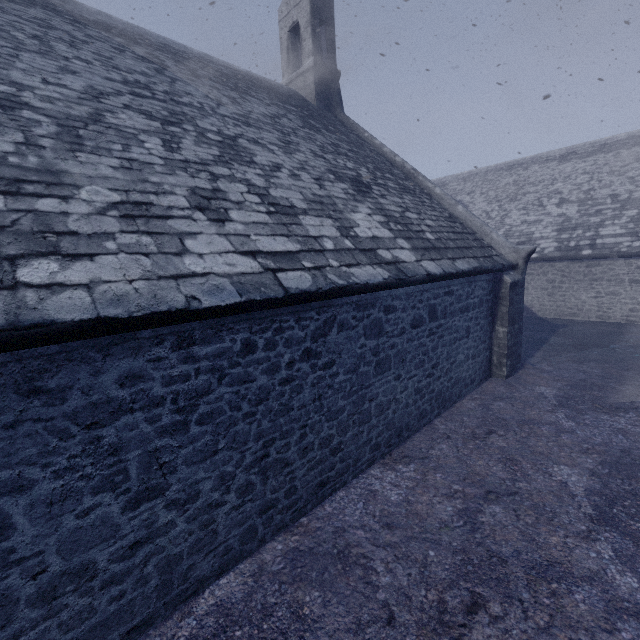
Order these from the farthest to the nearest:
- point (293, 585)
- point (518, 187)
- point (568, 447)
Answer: point (518, 187) → point (568, 447) → point (293, 585)
